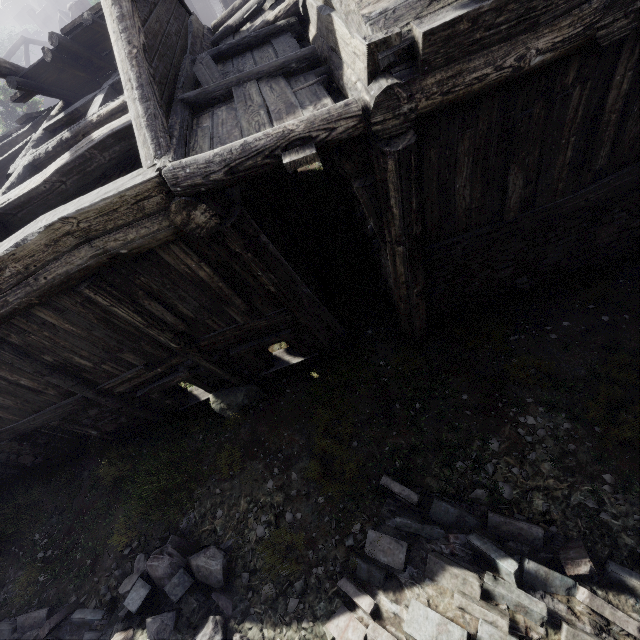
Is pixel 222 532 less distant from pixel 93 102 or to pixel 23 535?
pixel 23 535

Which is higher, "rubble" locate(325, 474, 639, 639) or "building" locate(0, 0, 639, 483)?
"building" locate(0, 0, 639, 483)

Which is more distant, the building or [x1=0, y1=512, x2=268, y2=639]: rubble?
[x1=0, y1=512, x2=268, y2=639]: rubble

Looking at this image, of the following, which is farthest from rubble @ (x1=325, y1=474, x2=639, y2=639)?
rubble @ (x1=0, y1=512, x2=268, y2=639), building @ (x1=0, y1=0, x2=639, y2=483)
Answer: building @ (x1=0, y1=0, x2=639, y2=483)

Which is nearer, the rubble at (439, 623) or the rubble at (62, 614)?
the rubble at (439, 623)

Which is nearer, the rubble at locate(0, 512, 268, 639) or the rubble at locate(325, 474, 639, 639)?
the rubble at locate(325, 474, 639, 639)

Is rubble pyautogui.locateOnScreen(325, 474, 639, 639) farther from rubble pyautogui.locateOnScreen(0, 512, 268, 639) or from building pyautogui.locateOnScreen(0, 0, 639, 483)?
building pyautogui.locateOnScreen(0, 0, 639, 483)

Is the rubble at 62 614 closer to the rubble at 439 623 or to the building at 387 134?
the rubble at 439 623
